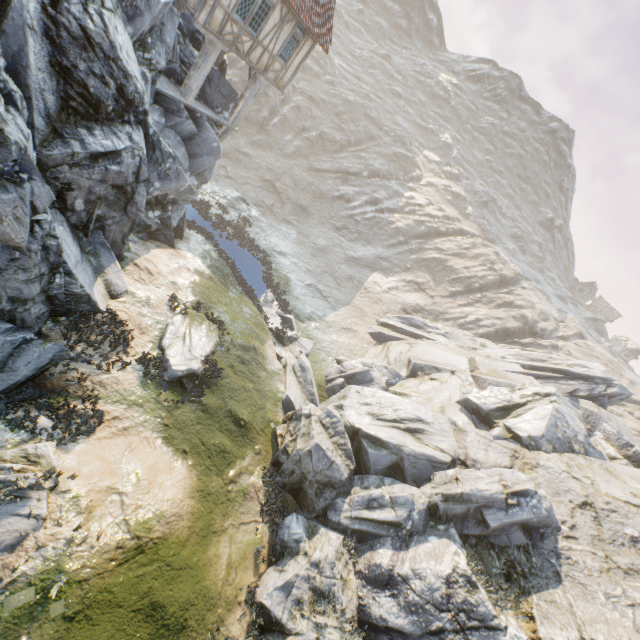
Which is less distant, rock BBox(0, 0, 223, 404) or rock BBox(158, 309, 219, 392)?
rock BBox(0, 0, 223, 404)

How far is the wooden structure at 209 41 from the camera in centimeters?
1388cm

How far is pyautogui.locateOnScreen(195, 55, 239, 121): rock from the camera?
16.86m

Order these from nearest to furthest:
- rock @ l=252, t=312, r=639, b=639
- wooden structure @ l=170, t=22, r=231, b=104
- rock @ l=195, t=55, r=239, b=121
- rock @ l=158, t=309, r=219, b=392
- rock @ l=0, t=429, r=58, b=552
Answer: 1. rock @ l=0, t=429, r=58, b=552
2. rock @ l=252, t=312, r=639, b=639
3. rock @ l=158, t=309, r=219, b=392
4. wooden structure @ l=170, t=22, r=231, b=104
5. rock @ l=195, t=55, r=239, b=121

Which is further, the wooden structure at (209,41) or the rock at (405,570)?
the wooden structure at (209,41)

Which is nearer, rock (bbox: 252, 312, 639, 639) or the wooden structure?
rock (bbox: 252, 312, 639, 639)

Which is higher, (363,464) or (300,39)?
(300,39)

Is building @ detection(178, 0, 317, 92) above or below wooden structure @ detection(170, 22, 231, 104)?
above
